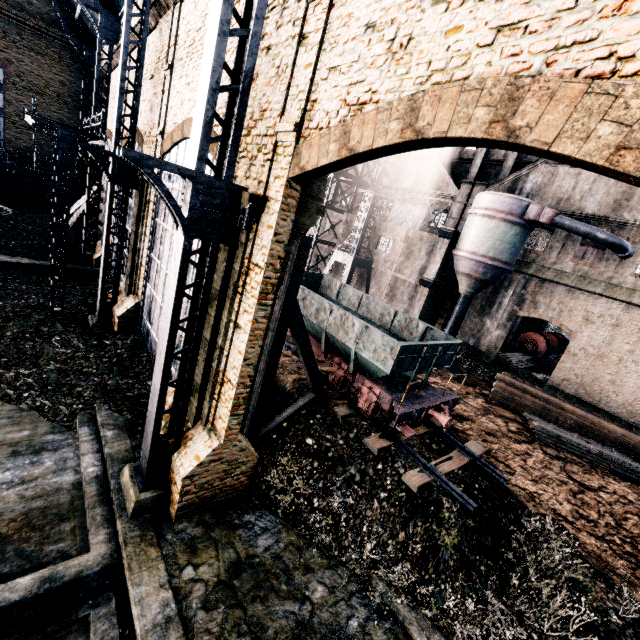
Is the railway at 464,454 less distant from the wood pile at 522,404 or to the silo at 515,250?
the wood pile at 522,404

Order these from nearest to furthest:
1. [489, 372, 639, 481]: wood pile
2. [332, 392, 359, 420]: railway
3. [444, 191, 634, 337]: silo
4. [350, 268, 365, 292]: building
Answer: [332, 392, 359, 420]: railway < [489, 372, 639, 481]: wood pile < [444, 191, 634, 337]: silo < [350, 268, 365, 292]: building

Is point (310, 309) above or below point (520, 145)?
below

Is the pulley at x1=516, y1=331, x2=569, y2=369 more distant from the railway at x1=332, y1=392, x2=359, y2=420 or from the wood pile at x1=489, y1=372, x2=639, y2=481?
the railway at x1=332, y1=392, x2=359, y2=420

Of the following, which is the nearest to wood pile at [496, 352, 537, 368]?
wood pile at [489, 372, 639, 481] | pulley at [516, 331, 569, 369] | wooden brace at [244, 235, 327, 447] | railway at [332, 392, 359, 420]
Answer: pulley at [516, 331, 569, 369]

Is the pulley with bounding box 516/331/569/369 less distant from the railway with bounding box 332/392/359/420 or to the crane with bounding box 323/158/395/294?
the crane with bounding box 323/158/395/294

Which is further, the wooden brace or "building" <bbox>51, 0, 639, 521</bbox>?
the wooden brace

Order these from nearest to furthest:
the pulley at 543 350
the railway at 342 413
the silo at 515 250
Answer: the railway at 342 413
the silo at 515 250
the pulley at 543 350
